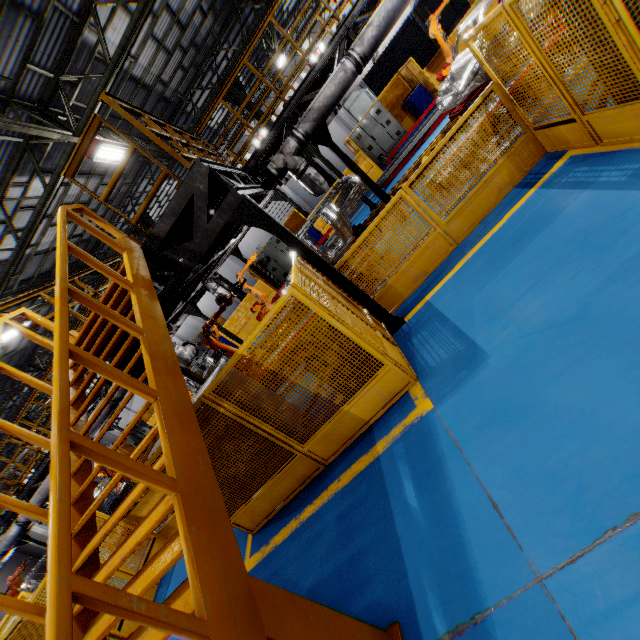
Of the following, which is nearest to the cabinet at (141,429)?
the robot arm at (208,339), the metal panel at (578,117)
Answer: the metal panel at (578,117)

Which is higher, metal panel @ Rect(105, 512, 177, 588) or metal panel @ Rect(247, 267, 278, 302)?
metal panel @ Rect(247, 267, 278, 302)

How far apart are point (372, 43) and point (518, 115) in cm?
393

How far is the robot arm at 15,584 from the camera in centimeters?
1221cm

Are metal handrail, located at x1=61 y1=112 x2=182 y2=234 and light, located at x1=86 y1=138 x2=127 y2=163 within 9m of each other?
yes

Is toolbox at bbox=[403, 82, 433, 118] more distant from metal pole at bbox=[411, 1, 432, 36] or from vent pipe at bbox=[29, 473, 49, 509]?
vent pipe at bbox=[29, 473, 49, 509]

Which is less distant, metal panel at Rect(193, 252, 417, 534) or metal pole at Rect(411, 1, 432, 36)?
metal panel at Rect(193, 252, 417, 534)

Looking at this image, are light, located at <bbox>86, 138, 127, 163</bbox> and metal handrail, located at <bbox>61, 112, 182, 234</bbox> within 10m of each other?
yes
